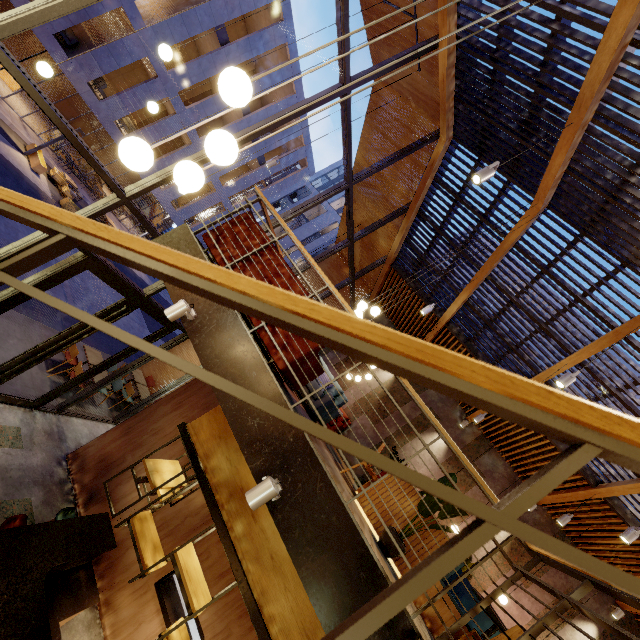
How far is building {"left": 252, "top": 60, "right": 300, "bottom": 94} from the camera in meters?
20.5 m

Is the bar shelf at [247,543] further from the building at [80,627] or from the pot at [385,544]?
the pot at [385,544]

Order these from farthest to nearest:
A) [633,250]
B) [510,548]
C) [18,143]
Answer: [18,143] → [510,548] → [633,250]

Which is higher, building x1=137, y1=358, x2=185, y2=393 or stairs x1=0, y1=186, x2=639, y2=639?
stairs x1=0, y1=186, x2=639, y2=639

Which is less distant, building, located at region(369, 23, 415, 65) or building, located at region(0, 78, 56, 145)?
building, located at region(369, 23, 415, 65)

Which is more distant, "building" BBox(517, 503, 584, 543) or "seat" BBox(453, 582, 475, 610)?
"building" BBox(517, 503, 584, 543)

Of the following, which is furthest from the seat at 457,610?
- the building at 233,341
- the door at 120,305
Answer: the door at 120,305

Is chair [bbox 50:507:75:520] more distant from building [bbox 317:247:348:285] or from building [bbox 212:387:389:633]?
building [bbox 317:247:348:285]
